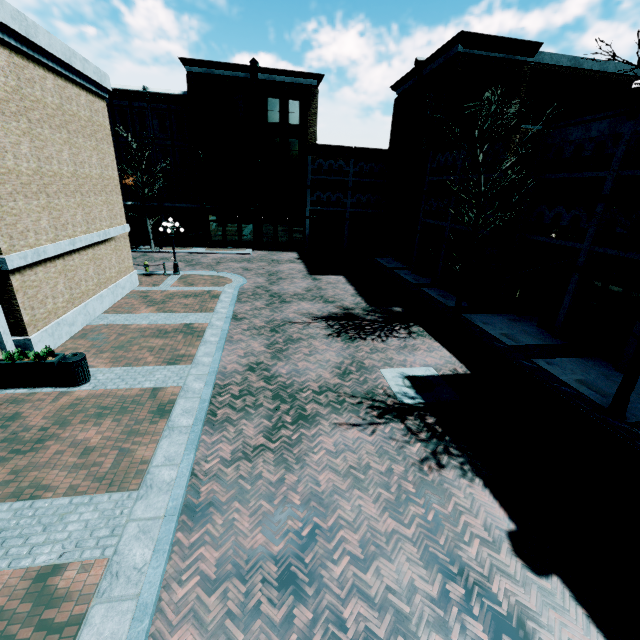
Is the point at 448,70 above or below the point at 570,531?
above

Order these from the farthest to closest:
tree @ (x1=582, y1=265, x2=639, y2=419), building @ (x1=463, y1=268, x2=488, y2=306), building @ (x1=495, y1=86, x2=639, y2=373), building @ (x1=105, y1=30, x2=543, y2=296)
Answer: building @ (x1=105, y1=30, x2=543, y2=296)
building @ (x1=463, y1=268, x2=488, y2=306)
building @ (x1=495, y1=86, x2=639, y2=373)
tree @ (x1=582, y1=265, x2=639, y2=419)

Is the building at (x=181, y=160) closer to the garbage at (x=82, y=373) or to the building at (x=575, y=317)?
the building at (x=575, y=317)

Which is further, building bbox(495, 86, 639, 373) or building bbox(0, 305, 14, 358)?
building bbox(495, 86, 639, 373)

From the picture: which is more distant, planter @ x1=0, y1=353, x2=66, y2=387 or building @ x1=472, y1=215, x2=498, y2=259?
building @ x1=472, y1=215, x2=498, y2=259

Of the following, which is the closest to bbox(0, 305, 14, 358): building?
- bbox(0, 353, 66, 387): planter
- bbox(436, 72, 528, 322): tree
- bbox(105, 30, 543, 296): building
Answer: bbox(0, 353, 66, 387): planter

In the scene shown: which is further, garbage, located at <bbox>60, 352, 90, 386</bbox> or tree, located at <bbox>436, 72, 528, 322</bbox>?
tree, located at <bbox>436, 72, 528, 322</bbox>

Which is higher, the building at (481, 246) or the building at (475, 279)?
the building at (481, 246)
